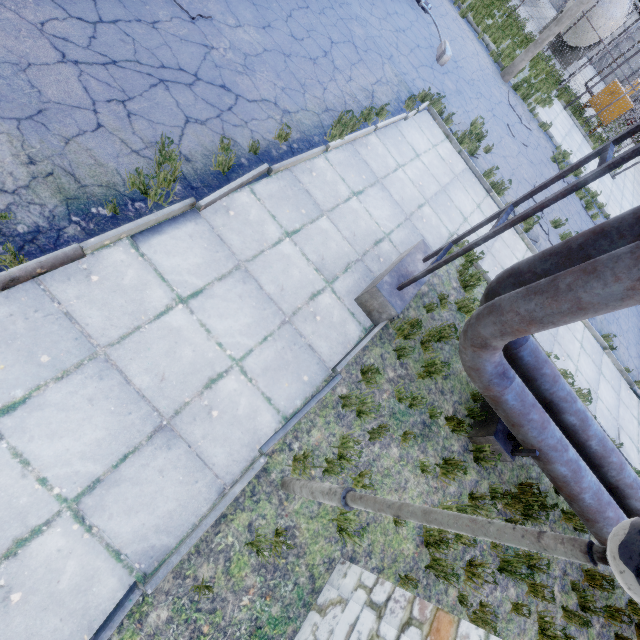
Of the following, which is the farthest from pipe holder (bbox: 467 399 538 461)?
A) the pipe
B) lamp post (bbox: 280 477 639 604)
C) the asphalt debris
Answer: the asphalt debris

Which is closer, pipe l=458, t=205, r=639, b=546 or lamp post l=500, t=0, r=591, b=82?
pipe l=458, t=205, r=639, b=546

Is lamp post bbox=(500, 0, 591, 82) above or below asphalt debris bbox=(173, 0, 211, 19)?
above

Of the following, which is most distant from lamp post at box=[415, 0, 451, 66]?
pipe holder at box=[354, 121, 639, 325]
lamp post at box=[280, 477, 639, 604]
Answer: lamp post at box=[280, 477, 639, 604]

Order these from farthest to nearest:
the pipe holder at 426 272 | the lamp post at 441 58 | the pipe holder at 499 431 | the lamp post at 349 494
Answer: the lamp post at 441 58 < the pipe holder at 499 431 < the pipe holder at 426 272 < the lamp post at 349 494

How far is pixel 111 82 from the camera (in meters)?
4.40

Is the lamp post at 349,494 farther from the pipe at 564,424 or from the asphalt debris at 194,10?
the asphalt debris at 194,10

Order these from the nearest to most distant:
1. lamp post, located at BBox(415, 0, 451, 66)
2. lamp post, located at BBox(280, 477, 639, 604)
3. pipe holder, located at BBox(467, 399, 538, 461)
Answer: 1. lamp post, located at BBox(280, 477, 639, 604)
2. pipe holder, located at BBox(467, 399, 538, 461)
3. lamp post, located at BBox(415, 0, 451, 66)
